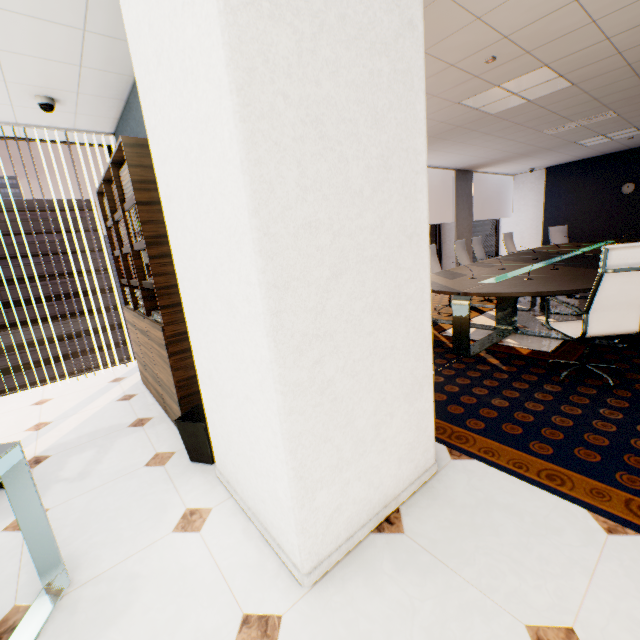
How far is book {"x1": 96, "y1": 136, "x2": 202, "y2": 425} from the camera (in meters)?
2.14

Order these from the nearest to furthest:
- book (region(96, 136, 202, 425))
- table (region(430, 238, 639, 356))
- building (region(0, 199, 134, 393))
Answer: book (region(96, 136, 202, 425)) < table (region(430, 238, 639, 356)) < building (region(0, 199, 134, 393))

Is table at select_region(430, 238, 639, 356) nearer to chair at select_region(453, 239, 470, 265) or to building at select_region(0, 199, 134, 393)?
chair at select_region(453, 239, 470, 265)

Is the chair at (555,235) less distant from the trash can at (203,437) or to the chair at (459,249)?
the chair at (459,249)

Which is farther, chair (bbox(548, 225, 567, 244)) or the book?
chair (bbox(548, 225, 567, 244))

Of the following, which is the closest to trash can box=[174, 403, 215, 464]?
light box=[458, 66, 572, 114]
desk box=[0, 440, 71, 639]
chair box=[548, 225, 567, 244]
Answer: desk box=[0, 440, 71, 639]

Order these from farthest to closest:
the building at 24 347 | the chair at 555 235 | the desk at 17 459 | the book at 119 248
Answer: the building at 24 347
the chair at 555 235
the book at 119 248
the desk at 17 459

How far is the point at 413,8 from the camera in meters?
1.4
